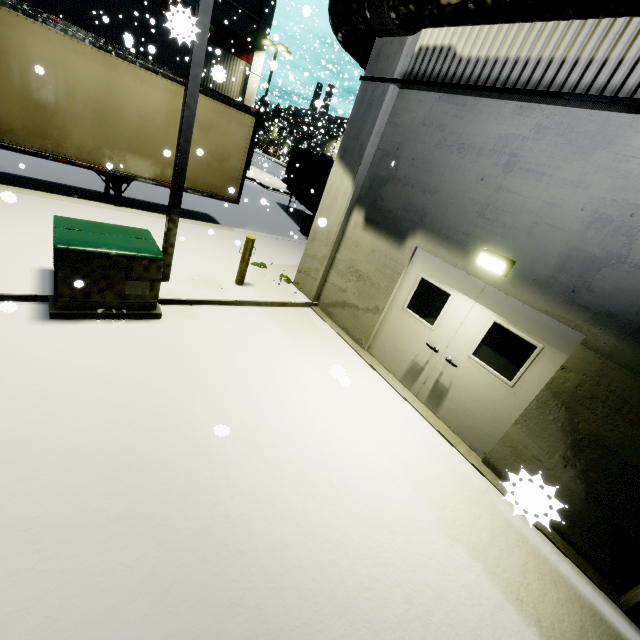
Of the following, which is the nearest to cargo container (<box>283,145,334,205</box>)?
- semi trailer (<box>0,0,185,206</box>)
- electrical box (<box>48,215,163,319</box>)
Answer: semi trailer (<box>0,0,185,206</box>)

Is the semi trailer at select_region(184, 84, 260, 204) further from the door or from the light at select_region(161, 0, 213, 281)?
the door

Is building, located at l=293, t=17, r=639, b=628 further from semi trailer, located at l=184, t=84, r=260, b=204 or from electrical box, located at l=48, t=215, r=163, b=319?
electrical box, located at l=48, t=215, r=163, b=319

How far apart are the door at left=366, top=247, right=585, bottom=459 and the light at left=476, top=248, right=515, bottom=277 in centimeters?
16cm

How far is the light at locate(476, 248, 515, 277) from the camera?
4.8m

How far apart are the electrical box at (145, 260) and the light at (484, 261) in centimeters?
502cm

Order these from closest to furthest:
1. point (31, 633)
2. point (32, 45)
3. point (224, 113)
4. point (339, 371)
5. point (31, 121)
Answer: point (31, 633) < point (339, 371) < point (32, 45) < point (31, 121) < point (224, 113)

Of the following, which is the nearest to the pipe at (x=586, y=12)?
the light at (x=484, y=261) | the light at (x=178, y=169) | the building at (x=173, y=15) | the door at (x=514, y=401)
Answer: the building at (x=173, y=15)
